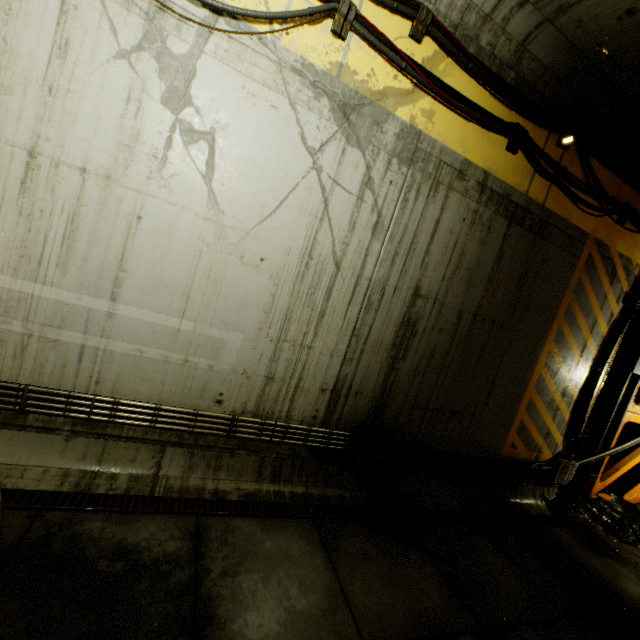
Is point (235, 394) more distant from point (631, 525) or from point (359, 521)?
point (631, 525)

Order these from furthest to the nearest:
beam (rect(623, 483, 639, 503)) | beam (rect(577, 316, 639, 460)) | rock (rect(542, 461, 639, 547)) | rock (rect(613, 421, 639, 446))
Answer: rock (rect(613, 421, 639, 446)) < beam (rect(623, 483, 639, 503)) < beam (rect(577, 316, 639, 460)) < rock (rect(542, 461, 639, 547))

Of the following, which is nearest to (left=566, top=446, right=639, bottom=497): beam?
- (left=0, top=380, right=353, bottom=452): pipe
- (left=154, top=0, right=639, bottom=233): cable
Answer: (left=154, top=0, right=639, bottom=233): cable

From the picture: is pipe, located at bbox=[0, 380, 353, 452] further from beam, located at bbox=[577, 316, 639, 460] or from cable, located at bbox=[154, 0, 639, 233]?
beam, located at bbox=[577, 316, 639, 460]

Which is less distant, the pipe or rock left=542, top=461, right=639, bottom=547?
the pipe

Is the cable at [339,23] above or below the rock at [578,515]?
above

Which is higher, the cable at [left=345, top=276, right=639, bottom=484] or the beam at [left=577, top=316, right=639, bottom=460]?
the beam at [left=577, top=316, right=639, bottom=460]

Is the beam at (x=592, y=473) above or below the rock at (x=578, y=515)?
above
